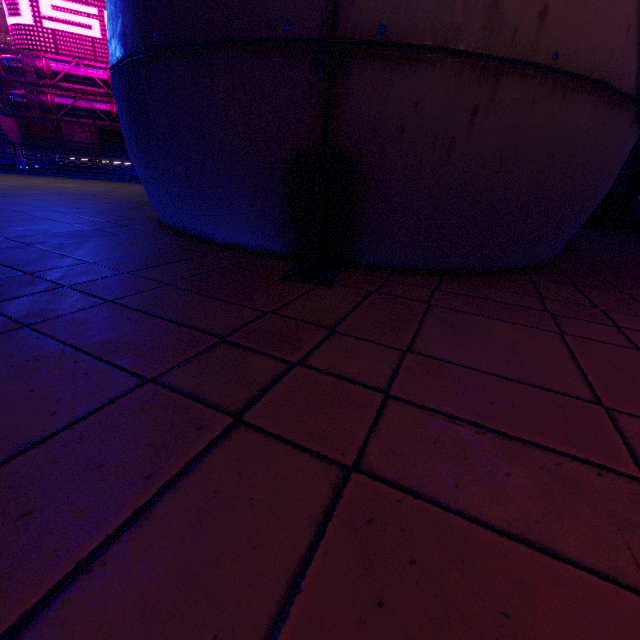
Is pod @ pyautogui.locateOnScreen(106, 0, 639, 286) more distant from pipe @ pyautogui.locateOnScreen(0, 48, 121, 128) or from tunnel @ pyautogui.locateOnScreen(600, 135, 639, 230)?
tunnel @ pyautogui.locateOnScreen(600, 135, 639, 230)

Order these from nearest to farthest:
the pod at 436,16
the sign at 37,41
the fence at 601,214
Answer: the pod at 436,16, the fence at 601,214, the sign at 37,41

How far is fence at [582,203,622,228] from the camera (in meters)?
12.32

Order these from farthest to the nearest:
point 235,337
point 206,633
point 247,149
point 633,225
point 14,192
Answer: point 633,225 < point 14,192 < point 247,149 < point 235,337 < point 206,633

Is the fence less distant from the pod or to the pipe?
the pod

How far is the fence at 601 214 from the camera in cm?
Result: 1232

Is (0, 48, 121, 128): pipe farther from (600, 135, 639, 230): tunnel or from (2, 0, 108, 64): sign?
(600, 135, 639, 230): tunnel

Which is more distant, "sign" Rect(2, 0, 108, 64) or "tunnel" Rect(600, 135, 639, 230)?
"sign" Rect(2, 0, 108, 64)
